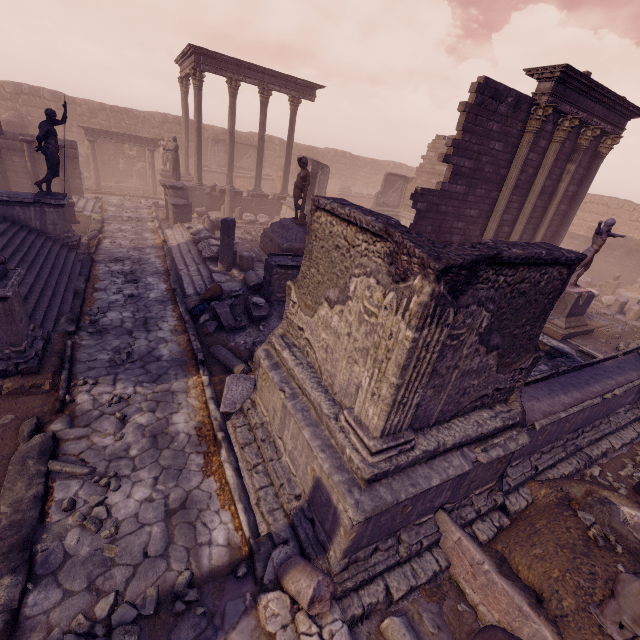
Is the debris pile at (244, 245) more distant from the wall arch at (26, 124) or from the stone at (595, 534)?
the wall arch at (26, 124)

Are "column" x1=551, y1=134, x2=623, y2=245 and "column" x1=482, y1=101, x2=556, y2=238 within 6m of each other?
yes

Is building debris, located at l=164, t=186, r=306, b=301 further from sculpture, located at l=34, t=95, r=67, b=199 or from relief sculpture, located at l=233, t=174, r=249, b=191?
relief sculpture, located at l=233, t=174, r=249, b=191

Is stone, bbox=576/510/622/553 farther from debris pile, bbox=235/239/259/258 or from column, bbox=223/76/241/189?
column, bbox=223/76/241/189

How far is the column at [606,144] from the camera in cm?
1323

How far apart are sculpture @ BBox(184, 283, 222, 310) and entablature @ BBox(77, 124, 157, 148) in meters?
17.7

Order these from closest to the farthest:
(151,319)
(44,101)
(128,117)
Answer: (151,319) < (44,101) < (128,117)

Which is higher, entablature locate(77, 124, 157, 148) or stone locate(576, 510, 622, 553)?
entablature locate(77, 124, 157, 148)
